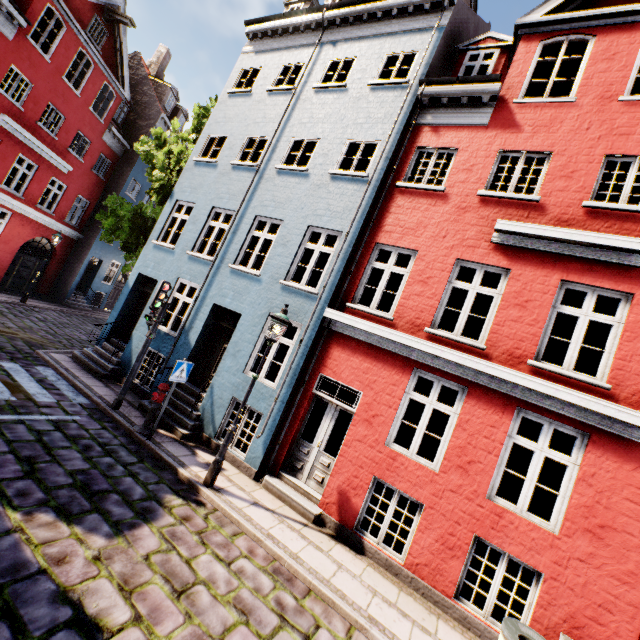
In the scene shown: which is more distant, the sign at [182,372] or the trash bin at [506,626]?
the sign at [182,372]

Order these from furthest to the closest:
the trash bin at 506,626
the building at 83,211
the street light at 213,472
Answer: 1. the street light at 213,472
2. the building at 83,211
3. the trash bin at 506,626

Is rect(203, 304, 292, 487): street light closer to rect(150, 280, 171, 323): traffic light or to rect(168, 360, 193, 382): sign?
rect(168, 360, 193, 382): sign

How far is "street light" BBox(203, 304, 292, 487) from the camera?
6.44m

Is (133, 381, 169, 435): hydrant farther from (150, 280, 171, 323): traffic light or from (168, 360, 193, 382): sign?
(150, 280, 171, 323): traffic light

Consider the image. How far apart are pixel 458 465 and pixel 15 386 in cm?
983

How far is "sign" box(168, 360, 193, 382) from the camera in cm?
721

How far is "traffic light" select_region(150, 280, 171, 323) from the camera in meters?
8.1
